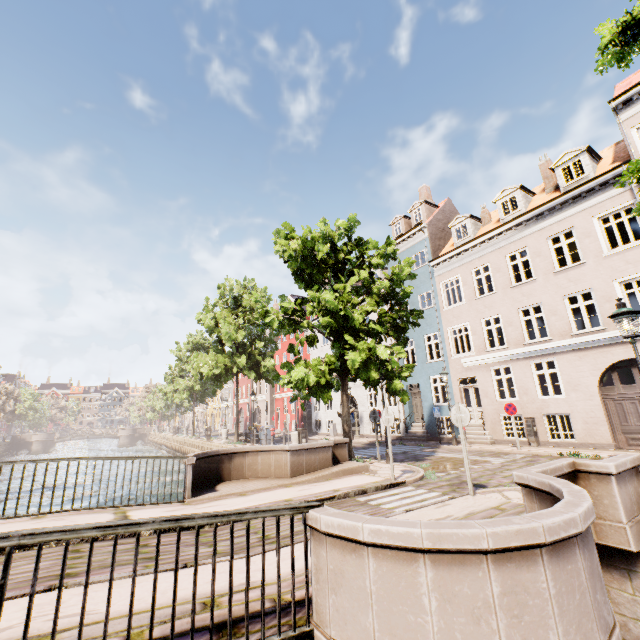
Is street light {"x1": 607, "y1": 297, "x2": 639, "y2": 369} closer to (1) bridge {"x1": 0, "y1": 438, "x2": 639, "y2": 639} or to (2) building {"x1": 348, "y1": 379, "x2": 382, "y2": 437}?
(1) bridge {"x1": 0, "y1": 438, "x2": 639, "y2": 639}

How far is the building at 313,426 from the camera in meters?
27.7

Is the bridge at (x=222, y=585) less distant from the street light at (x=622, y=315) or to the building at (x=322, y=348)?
the street light at (x=622, y=315)

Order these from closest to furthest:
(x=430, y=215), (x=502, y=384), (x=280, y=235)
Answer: (x=280, y=235)
(x=502, y=384)
(x=430, y=215)

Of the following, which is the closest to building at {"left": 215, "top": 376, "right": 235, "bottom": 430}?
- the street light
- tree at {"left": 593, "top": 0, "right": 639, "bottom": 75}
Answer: tree at {"left": 593, "top": 0, "right": 639, "bottom": 75}

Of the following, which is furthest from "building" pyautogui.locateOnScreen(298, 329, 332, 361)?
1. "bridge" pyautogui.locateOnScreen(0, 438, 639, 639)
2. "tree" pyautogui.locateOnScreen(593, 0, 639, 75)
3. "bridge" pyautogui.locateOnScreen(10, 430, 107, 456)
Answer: "bridge" pyautogui.locateOnScreen(10, 430, 107, 456)

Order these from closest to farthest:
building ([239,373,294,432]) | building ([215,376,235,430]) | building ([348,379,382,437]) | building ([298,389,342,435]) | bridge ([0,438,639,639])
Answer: bridge ([0,438,639,639]) < building ([348,379,382,437]) < building ([298,389,342,435]) < building ([239,373,294,432]) < building ([215,376,235,430])

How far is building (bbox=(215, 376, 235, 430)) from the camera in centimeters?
5056cm
